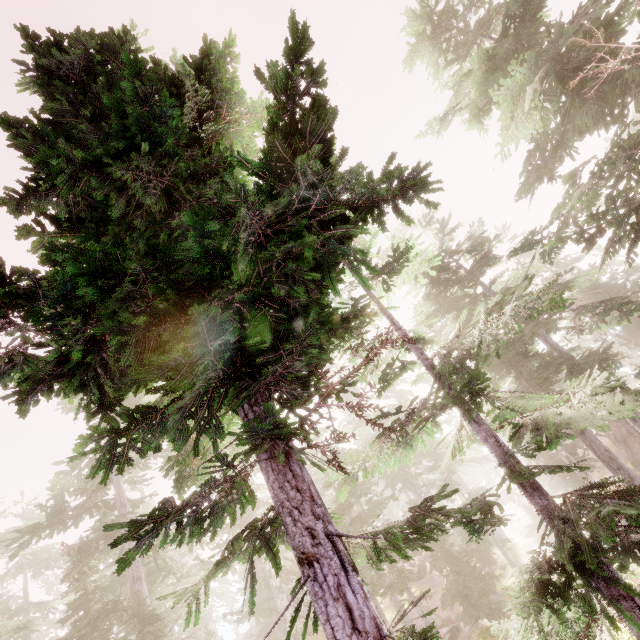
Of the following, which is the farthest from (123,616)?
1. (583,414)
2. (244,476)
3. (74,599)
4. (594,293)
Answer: (594,293)

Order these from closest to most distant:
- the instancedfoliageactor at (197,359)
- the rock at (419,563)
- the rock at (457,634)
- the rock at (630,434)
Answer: the instancedfoliageactor at (197,359), the rock at (457,634), the rock at (630,434), the rock at (419,563)

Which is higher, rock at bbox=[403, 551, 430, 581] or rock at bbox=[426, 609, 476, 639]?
rock at bbox=[403, 551, 430, 581]

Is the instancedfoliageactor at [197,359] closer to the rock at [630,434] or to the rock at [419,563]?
the rock at [630,434]

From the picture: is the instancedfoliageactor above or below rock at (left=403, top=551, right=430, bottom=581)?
above

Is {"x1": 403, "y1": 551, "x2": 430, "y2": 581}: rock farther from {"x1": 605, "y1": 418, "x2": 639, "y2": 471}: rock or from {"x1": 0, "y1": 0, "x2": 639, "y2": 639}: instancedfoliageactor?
{"x1": 605, "y1": 418, "x2": 639, "y2": 471}: rock

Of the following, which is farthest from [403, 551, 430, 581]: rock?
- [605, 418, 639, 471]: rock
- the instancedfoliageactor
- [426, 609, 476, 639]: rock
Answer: [605, 418, 639, 471]: rock
